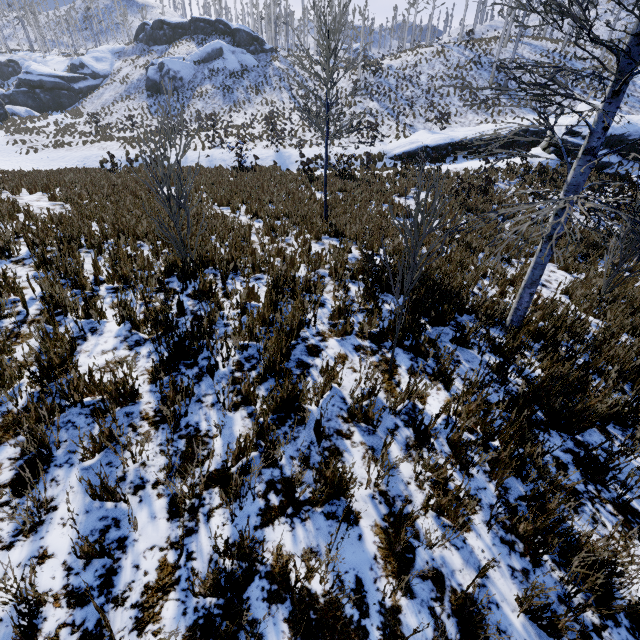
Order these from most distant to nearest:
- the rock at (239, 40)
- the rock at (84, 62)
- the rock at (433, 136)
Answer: the rock at (84, 62), the rock at (239, 40), the rock at (433, 136)

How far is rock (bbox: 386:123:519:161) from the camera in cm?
2269

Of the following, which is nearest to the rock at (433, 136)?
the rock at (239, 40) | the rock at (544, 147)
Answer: the rock at (544, 147)

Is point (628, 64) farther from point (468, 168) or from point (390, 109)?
point (390, 109)

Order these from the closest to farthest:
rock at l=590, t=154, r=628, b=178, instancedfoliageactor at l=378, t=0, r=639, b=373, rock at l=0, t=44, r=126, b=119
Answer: instancedfoliageactor at l=378, t=0, r=639, b=373
rock at l=590, t=154, r=628, b=178
rock at l=0, t=44, r=126, b=119

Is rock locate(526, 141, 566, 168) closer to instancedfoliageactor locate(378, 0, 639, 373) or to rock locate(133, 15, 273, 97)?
instancedfoliageactor locate(378, 0, 639, 373)

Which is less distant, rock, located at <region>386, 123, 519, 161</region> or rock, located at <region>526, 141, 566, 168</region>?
rock, located at <region>526, 141, 566, 168</region>
